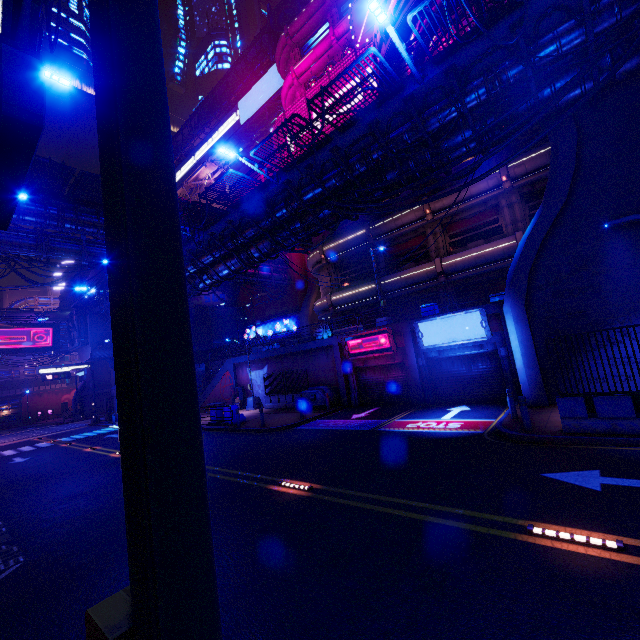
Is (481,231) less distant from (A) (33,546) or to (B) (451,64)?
(B) (451,64)

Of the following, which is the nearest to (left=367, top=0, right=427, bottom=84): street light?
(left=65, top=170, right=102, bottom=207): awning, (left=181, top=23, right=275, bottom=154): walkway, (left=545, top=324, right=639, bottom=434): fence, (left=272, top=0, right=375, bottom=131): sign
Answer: (left=545, top=324, right=639, bottom=434): fence

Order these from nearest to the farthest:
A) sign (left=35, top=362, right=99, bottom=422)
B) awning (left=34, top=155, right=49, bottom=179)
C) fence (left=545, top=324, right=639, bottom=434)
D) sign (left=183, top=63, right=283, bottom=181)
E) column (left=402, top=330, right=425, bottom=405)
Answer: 1. fence (left=545, top=324, right=639, bottom=434)
2. column (left=402, top=330, right=425, bottom=405)
3. awning (left=34, top=155, right=49, bottom=179)
4. sign (left=35, top=362, right=99, bottom=422)
5. sign (left=183, top=63, right=283, bottom=181)

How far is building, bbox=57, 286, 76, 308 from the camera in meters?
51.3 m

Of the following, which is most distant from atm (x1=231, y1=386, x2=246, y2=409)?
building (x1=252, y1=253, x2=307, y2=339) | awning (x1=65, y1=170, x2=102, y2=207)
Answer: awning (x1=65, y1=170, x2=102, y2=207)

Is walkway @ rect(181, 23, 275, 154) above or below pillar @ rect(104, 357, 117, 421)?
above

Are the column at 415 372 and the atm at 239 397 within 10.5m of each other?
no

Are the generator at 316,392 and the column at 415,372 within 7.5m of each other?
yes
